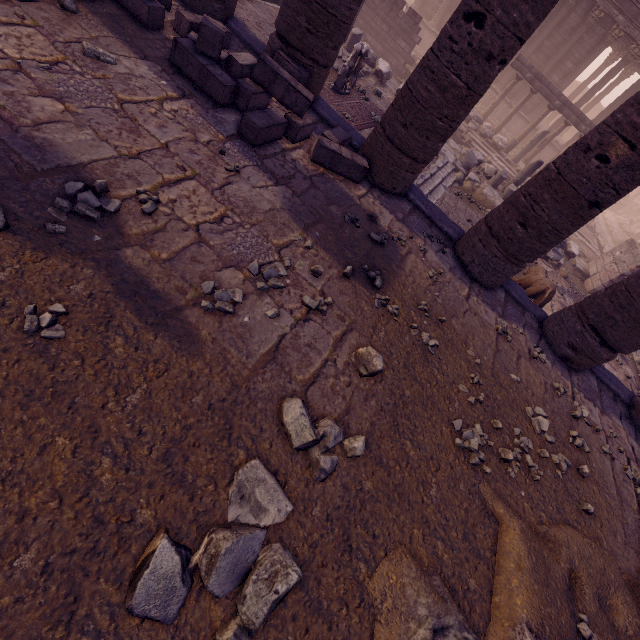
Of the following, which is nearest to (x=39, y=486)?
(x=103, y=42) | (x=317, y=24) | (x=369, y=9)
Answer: (x=103, y=42)

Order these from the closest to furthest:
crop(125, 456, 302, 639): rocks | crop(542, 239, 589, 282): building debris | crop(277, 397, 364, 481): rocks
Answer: crop(125, 456, 302, 639): rocks → crop(277, 397, 364, 481): rocks → crop(542, 239, 589, 282): building debris

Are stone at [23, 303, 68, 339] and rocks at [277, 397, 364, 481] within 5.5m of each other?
yes

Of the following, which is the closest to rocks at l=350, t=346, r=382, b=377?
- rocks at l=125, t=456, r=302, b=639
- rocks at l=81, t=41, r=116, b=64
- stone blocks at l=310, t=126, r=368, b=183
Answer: rocks at l=125, t=456, r=302, b=639

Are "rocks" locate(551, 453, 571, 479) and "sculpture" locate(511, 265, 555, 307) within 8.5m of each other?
yes

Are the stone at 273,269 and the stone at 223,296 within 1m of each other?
yes

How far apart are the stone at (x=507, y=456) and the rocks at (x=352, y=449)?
1.9m

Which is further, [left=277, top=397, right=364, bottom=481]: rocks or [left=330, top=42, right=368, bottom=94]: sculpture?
[left=330, top=42, right=368, bottom=94]: sculpture
